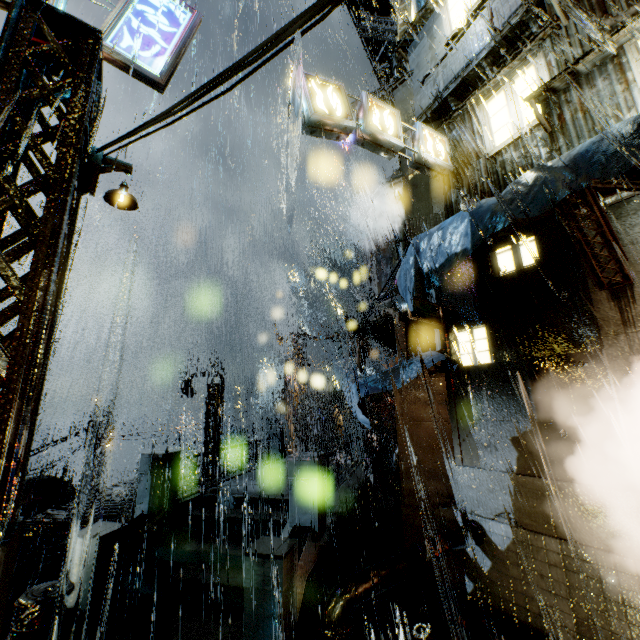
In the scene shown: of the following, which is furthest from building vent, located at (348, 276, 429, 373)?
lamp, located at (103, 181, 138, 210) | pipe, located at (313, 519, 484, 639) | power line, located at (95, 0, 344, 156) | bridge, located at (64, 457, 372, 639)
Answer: power line, located at (95, 0, 344, 156)

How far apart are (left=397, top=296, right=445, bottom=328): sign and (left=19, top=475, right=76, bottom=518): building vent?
21.6m

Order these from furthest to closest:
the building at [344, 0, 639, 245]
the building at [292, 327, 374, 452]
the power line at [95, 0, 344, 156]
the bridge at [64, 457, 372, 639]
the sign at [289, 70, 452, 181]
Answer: the building at [292, 327, 374, 452], the sign at [289, 70, 452, 181], the building at [344, 0, 639, 245], the bridge at [64, 457, 372, 639], the power line at [95, 0, 344, 156]

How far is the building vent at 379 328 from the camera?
14.6m

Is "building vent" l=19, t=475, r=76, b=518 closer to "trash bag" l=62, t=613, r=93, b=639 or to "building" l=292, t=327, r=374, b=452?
"building" l=292, t=327, r=374, b=452

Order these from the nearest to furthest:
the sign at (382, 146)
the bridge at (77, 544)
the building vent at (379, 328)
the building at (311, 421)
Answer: the bridge at (77, 544), the sign at (382, 146), the building vent at (379, 328), the building at (311, 421)

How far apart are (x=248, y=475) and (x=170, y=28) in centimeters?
1478cm

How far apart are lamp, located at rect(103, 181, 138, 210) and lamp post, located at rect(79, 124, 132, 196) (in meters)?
0.12
